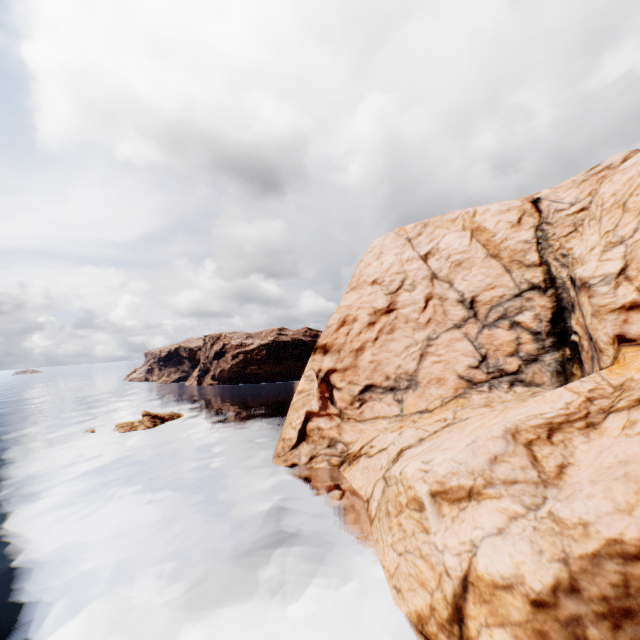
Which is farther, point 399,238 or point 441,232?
point 399,238

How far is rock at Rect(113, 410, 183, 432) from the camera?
47.4 meters

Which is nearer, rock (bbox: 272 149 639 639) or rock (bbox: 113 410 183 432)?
rock (bbox: 272 149 639 639)

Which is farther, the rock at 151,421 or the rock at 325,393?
the rock at 151,421

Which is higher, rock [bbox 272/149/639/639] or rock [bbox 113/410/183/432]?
rock [bbox 272/149/639/639]

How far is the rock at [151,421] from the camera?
47.4 meters
